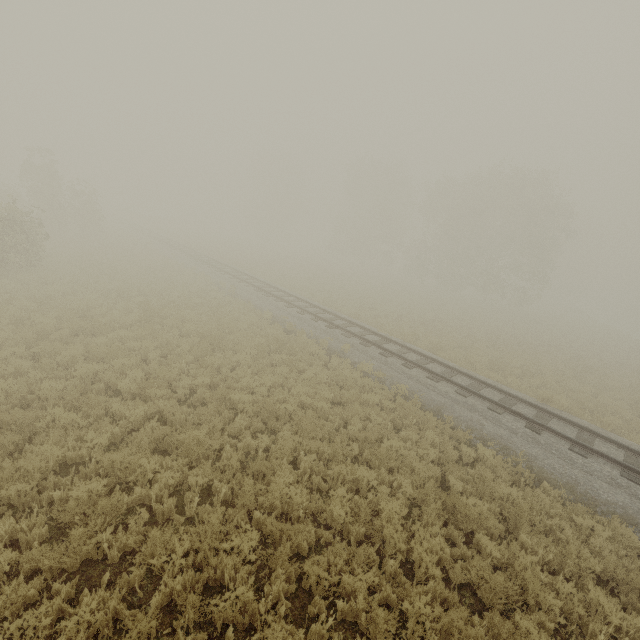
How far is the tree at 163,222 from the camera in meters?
53.5 m

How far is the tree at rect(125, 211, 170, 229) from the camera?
53.46m

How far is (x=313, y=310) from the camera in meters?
20.0 m
